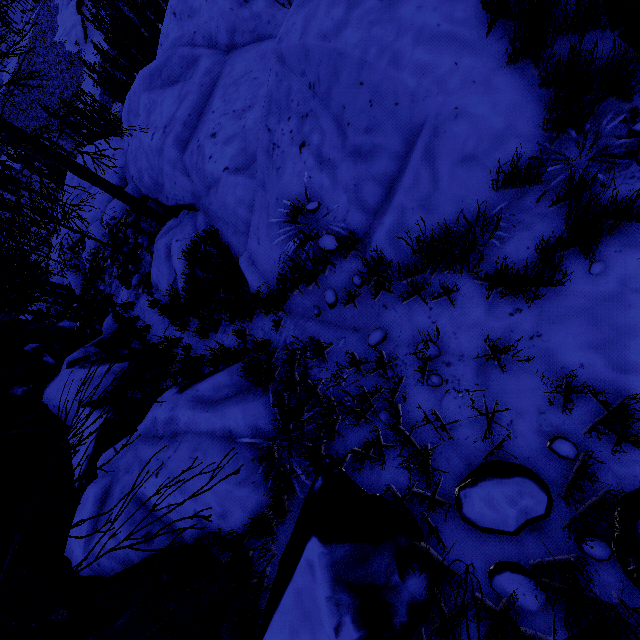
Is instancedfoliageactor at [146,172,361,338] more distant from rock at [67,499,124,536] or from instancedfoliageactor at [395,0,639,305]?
instancedfoliageactor at [395,0,639,305]

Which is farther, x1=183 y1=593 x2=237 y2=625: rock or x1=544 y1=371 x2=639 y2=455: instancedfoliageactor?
x1=183 y1=593 x2=237 y2=625: rock

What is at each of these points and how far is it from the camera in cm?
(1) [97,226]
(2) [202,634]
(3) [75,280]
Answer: (1) rock, 1323
(2) rock, 276
(3) rock, 1778

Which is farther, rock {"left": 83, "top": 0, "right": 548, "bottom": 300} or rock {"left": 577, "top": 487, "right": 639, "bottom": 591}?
rock {"left": 83, "top": 0, "right": 548, "bottom": 300}

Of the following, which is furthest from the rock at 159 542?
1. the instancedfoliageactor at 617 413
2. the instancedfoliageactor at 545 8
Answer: the instancedfoliageactor at 617 413

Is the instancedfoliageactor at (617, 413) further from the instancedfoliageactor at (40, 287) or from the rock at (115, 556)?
the instancedfoliageactor at (40, 287)
